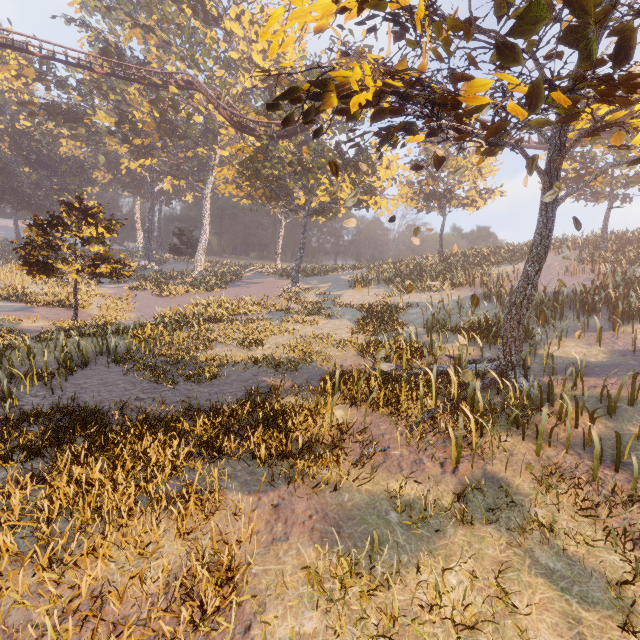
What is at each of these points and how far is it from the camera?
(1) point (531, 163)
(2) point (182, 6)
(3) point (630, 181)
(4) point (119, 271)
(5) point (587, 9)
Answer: (1) leaf, 4.3 meters
(2) instancedfoliageactor, 33.5 meters
(3) instancedfoliageactor, 24.5 meters
(4) instancedfoliageactor, 20.7 meters
(5) tree, 3.3 meters

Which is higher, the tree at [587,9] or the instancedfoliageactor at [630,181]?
the instancedfoliageactor at [630,181]

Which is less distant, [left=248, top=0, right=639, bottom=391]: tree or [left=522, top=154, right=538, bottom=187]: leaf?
[left=248, top=0, right=639, bottom=391]: tree

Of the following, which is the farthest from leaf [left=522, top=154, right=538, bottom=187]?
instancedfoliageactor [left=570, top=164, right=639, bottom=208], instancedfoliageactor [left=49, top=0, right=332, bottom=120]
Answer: instancedfoliageactor [left=570, top=164, right=639, bottom=208]

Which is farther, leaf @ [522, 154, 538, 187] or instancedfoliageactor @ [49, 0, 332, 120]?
instancedfoliageactor @ [49, 0, 332, 120]

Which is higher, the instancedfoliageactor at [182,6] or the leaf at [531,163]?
the instancedfoliageactor at [182,6]

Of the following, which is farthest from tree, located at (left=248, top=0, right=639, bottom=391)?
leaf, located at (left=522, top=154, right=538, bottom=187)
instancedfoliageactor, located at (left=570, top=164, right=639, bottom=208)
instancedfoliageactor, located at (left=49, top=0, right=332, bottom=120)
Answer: instancedfoliageactor, located at (left=570, top=164, right=639, bottom=208)

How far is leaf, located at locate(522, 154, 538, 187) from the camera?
4.25m
